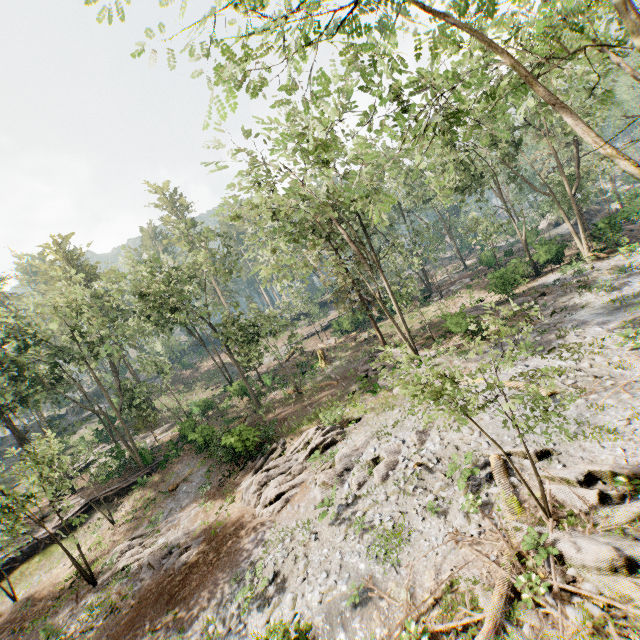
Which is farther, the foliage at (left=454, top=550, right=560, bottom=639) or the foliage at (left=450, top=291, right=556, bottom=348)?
the foliage at (left=450, top=291, right=556, bottom=348)

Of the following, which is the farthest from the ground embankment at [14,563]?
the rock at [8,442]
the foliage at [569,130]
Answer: the rock at [8,442]

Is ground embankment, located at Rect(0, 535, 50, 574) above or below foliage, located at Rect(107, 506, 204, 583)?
above

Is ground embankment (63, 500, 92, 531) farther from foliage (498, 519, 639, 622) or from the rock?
the rock

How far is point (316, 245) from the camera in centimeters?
2147cm

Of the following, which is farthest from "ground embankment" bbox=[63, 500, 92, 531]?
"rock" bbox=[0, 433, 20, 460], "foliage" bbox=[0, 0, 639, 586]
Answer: "rock" bbox=[0, 433, 20, 460]

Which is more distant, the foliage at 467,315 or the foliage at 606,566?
the foliage at 467,315
